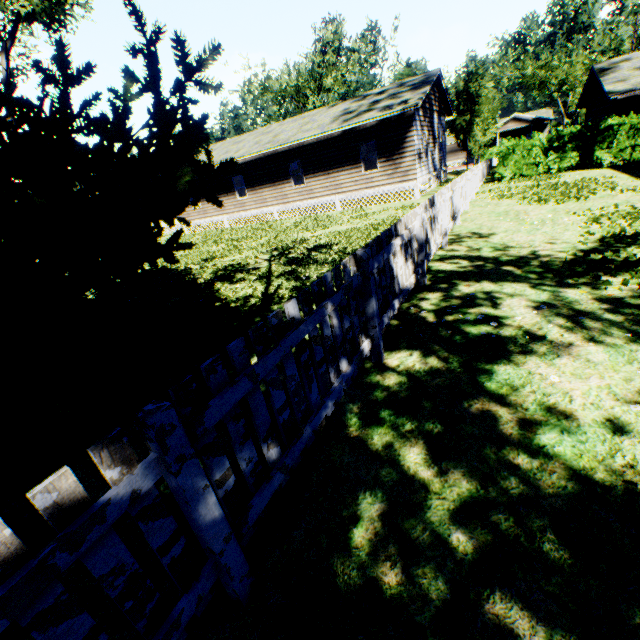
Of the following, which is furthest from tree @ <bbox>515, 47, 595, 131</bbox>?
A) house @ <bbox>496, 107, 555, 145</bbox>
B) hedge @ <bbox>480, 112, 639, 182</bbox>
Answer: house @ <bbox>496, 107, 555, 145</bbox>

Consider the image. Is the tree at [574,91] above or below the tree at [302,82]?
below

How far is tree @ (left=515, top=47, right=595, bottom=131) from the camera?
30.6m

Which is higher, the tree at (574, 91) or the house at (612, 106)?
the tree at (574, 91)

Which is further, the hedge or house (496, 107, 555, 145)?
house (496, 107, 555, 145)

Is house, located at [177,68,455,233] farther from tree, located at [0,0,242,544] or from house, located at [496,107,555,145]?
house, located at [496,107,555,145]

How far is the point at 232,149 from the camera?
23.81m

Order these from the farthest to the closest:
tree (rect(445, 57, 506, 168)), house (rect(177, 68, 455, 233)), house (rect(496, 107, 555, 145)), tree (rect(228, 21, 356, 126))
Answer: house (rect(496, 107, 555, 145)) → tree (rect(228, 21, 356, 126)) → tree (rect(445, 57, 506, 168)) → house (rect(177, 68, 455, 233))
